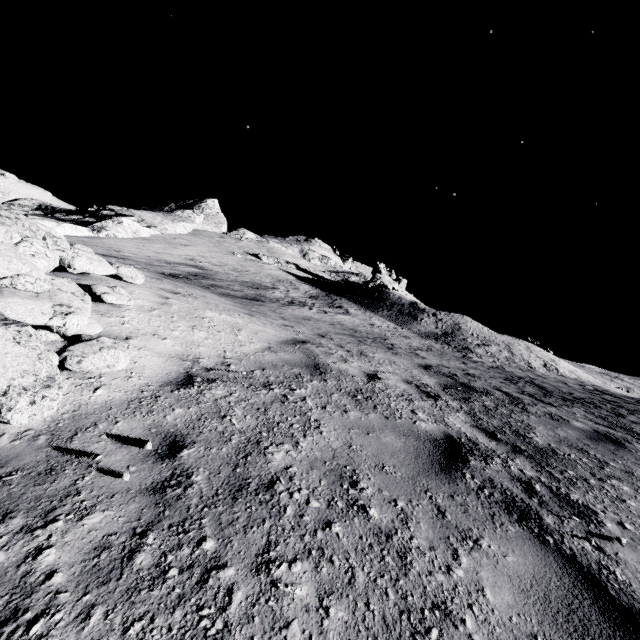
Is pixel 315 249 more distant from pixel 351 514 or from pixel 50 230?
pixel 351 514

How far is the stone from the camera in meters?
4.3

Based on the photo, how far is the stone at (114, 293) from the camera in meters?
4.3
